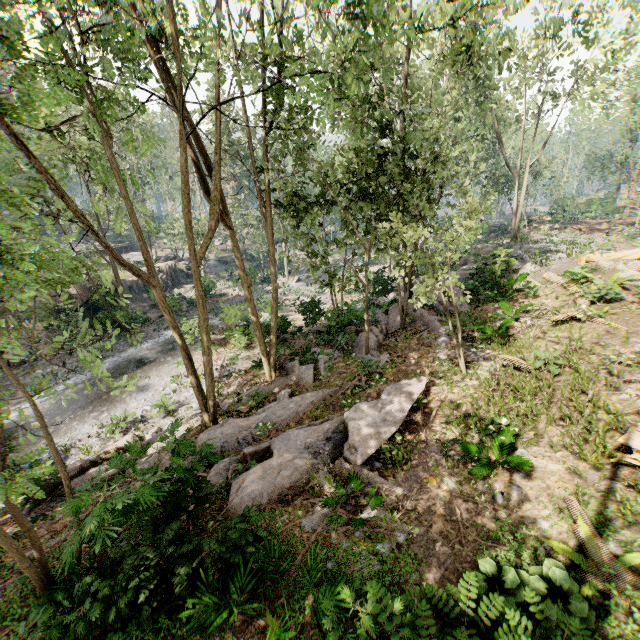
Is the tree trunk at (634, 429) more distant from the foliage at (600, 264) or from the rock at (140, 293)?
the rock at (140, 293)

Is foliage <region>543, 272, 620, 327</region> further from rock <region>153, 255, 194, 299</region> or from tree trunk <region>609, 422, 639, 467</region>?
tree trunk <region>609, 422, 639, 467</region>

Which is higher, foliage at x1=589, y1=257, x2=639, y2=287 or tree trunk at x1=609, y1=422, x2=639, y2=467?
foliage at x1=589, y1=257, x2=639, y2=287

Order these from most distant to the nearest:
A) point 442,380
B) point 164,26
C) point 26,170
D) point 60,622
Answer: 1. point 26,170
2. point 442,380
3. point 164,26
4. point 60,622

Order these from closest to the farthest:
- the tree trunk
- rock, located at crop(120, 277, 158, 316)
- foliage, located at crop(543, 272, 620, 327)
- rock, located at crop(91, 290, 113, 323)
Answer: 1. the tree trunk
2. foliage, located at crop(543, 272, 620, 327)
3. rock, located at crop(91, 290, 113, 323)
4. rock, located at crop(120, 277, 158, 316)

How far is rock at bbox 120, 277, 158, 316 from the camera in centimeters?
3078cm
